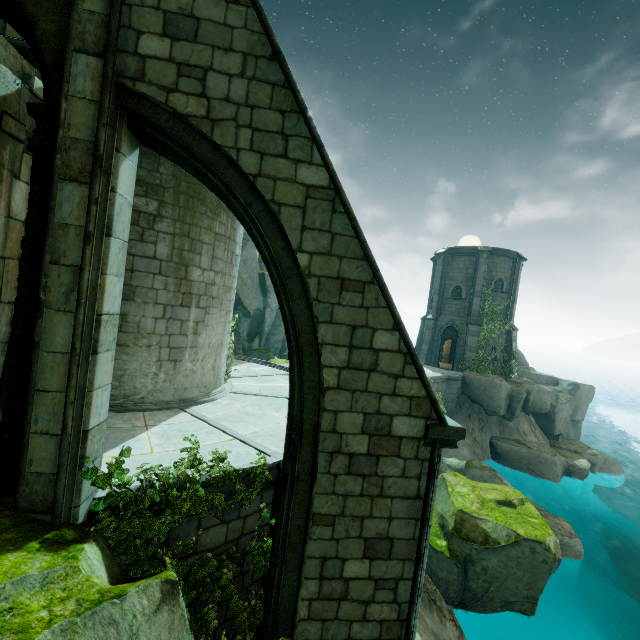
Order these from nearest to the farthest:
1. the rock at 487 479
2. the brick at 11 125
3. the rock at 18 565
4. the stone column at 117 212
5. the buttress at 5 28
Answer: the rock at 18 565 < the stone column at 117 212 < the brick at 11 125 < the buttress at 5 28 < the rock at 487 479

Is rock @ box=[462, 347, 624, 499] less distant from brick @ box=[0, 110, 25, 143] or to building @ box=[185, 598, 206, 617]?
building @ box=[185, 598, 206, 617]

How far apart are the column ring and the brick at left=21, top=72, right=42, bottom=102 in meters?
4.4 m

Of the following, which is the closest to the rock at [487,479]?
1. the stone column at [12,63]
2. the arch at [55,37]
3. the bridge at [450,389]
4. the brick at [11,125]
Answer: the bridge at [450,389]

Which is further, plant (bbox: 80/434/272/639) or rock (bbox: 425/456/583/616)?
rock (bbox: 425/456/583/616)

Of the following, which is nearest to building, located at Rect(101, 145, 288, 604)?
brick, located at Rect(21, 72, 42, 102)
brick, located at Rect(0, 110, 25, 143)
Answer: brick, located at Rect(21, 72, 42, 102)

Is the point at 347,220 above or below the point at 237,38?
below

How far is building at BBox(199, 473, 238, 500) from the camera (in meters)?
5.25
